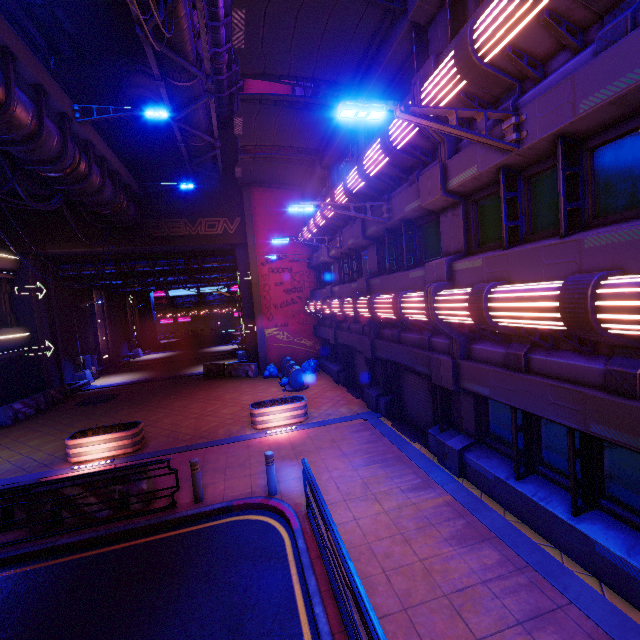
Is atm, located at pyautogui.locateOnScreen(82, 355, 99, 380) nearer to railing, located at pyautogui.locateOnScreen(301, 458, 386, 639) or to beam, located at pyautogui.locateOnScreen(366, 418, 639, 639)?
beam, located at pyautogui.locateOnScreen(366, 418, 639, 639)

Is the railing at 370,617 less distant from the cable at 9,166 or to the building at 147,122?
the cable at 9,166

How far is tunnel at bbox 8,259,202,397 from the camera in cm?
1989

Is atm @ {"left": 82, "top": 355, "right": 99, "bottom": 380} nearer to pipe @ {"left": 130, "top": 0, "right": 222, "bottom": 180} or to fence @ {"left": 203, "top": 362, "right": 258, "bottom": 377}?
fence @ {"left": 203, "top": 362, "right": 258, "bottom": 377}

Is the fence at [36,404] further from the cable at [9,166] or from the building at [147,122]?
the building at [147,122]

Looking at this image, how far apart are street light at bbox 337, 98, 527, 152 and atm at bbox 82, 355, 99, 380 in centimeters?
2737cm

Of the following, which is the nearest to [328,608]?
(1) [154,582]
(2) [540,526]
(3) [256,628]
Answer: (3) [256,628]

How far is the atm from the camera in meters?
24.7
